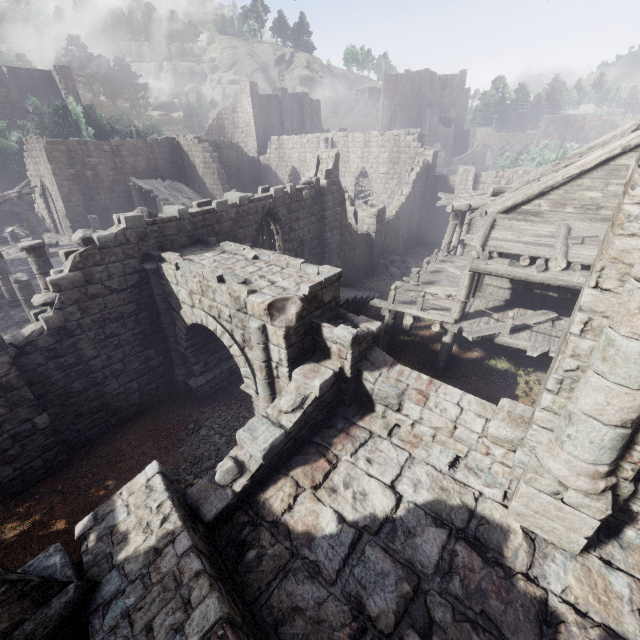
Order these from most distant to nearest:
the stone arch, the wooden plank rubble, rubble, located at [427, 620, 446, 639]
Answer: the wooden plank rubble, the stone arch, rubble, located at [427, 620, 446, 639]

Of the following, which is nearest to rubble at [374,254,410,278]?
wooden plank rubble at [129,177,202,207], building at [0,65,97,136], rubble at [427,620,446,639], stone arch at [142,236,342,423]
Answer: building at [0,65,97,136]

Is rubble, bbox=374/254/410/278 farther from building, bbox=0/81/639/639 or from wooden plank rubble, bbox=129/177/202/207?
wooden plank rubble, bbox=129/177/202/207

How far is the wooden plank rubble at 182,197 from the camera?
23.3m

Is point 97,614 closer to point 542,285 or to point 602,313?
point 602,313

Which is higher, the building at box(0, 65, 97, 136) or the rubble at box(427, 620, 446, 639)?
the building at box(0, 65, 97, 136)

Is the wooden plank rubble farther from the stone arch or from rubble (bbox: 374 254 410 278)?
the stone arch

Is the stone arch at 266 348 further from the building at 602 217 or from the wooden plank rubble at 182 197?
the wooden plank rubble at 182 197
